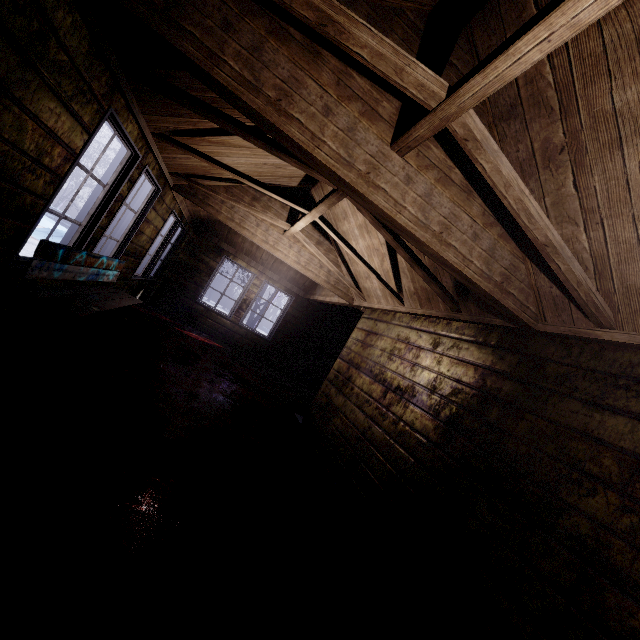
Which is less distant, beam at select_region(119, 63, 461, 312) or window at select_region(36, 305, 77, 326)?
beam at select_region(119, 63, 461, 312)

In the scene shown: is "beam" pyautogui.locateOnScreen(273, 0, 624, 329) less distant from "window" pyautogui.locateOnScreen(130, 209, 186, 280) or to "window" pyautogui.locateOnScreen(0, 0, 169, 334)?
"window" pyautogui.locateOnScreen(0, 0, 169, 334)

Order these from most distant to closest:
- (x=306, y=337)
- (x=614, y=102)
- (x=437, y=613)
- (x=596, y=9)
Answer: (x=306, y=337)
(x=437, y=613)
(x=614, y=102)
(x=596, y=9)

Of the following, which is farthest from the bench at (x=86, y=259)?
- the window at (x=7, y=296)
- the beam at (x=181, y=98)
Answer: the beam at (x=181, y=98)

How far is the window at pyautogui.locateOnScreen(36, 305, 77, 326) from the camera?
3.04m

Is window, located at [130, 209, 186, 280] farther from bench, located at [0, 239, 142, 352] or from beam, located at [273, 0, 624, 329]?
beam, located at [273, 0, 624, 329]

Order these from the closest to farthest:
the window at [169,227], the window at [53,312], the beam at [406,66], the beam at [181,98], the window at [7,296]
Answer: the beam at [406,66]
the window at [7,296]
the beam at [181,98]
the window at [53,312]
the window at [169,227]

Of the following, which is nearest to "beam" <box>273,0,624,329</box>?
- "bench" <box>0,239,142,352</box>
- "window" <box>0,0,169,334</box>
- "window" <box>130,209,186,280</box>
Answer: "window" <box>0,0,169,334</box>
